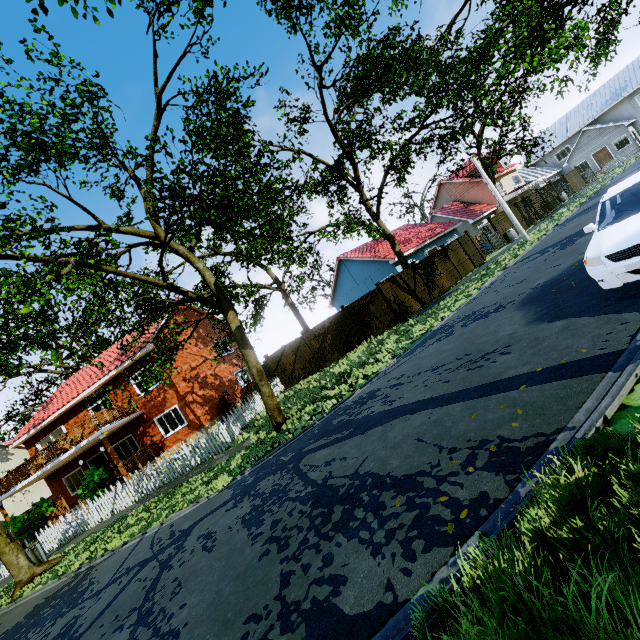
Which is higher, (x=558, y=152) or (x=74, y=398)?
(x=74, y=398)

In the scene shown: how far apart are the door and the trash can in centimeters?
6046cm

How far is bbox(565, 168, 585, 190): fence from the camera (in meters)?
34.58

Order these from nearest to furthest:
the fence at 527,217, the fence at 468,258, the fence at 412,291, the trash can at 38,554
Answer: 1. the trash can at 38,554
2. the fence at 412,291
3. the fence at 468,258
4. the fence at 527,217

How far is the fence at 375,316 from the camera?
18.0m

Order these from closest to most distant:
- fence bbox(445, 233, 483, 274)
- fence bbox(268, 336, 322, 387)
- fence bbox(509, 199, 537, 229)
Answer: fence bbox(268, 336, 322, 387) < fence bbox(445, 233, 483, 274) < fence bbox(509, 199, 537, 229)

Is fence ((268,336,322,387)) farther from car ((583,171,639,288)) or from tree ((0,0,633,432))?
car ((583,171,639,288))

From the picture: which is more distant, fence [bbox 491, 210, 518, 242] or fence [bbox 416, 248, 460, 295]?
fence [bbox 491, 210, 518, 242]
